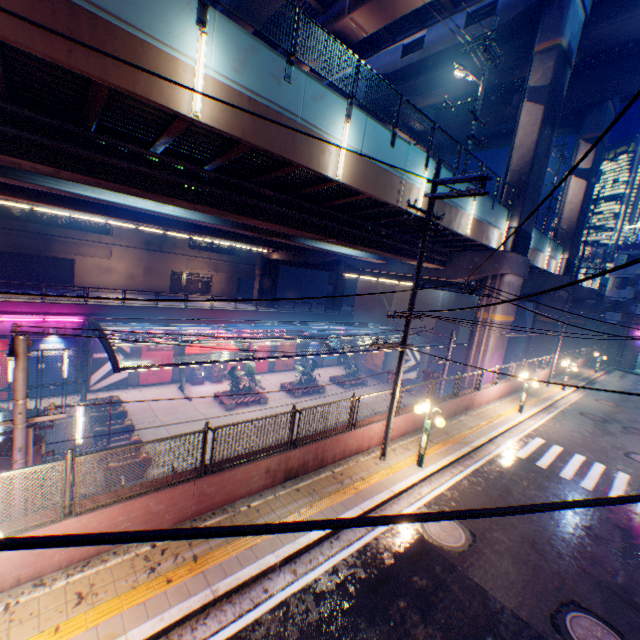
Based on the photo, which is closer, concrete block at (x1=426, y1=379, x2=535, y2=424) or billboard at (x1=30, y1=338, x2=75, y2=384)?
concrete block at (x1=426, y1=379, x2=535, y2=424)

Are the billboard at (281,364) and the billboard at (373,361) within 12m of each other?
yes

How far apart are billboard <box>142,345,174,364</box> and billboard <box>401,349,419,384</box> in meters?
24.0 m

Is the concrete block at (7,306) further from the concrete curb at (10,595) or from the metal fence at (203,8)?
the concrete curb at (10,595)

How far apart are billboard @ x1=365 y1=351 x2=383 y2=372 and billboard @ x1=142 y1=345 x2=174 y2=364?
22.7m

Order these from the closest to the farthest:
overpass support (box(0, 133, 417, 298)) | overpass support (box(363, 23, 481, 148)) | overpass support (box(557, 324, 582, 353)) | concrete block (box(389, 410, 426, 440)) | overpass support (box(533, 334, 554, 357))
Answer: overpass support (box(0, 133, 417, 298)) → concrete block (box(389, 410, 426, 440)) → overpass support (box(363, 23, 481, 148)) → overpass support (box(533, 334, 554, 357)) → overpass support (box(557, 324, 582, 353))

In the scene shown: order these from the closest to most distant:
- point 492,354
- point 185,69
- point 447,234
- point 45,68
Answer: → point 45,68 → point 185,69 → point 447,234 → point 492,354

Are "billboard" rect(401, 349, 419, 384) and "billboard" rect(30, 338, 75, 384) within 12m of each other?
no
